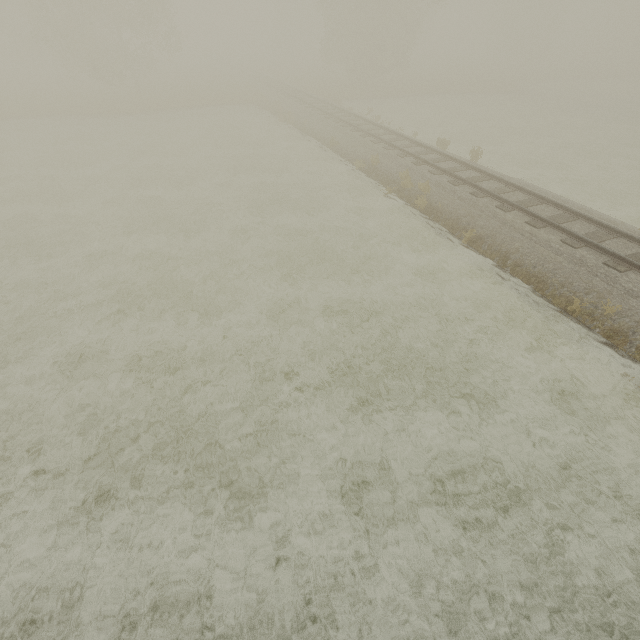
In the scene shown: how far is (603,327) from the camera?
8.3m
